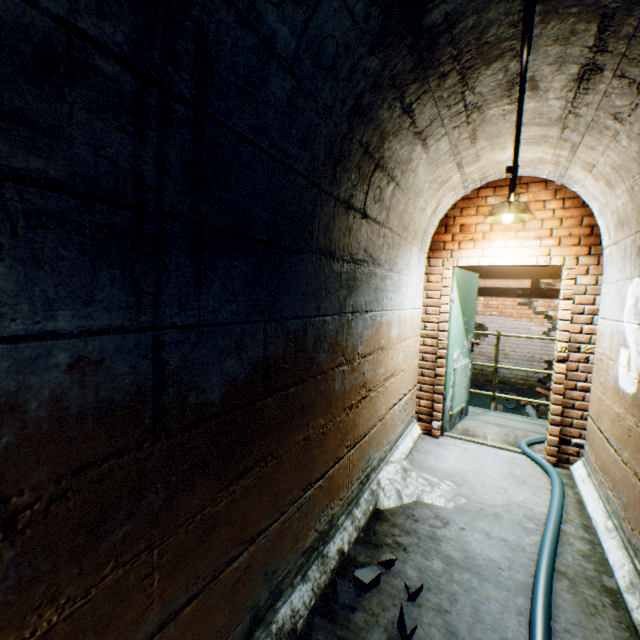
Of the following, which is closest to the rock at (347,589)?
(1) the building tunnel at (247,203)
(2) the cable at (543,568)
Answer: (1) the building tunnel at (247,203)

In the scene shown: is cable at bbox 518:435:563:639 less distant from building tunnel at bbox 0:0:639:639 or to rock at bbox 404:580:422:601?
building tunnel at bbox 0:0:639:639

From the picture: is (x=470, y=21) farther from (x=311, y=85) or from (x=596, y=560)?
(x=596, y=560)

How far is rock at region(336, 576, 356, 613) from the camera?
1.7 meters

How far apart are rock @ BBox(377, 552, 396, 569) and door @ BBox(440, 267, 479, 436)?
2.2 meters

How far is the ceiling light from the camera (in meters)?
3.03

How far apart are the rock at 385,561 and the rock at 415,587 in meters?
0.2

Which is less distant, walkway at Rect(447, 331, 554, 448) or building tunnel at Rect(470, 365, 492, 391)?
walkway at Rect(447, 331, 554, 448)
